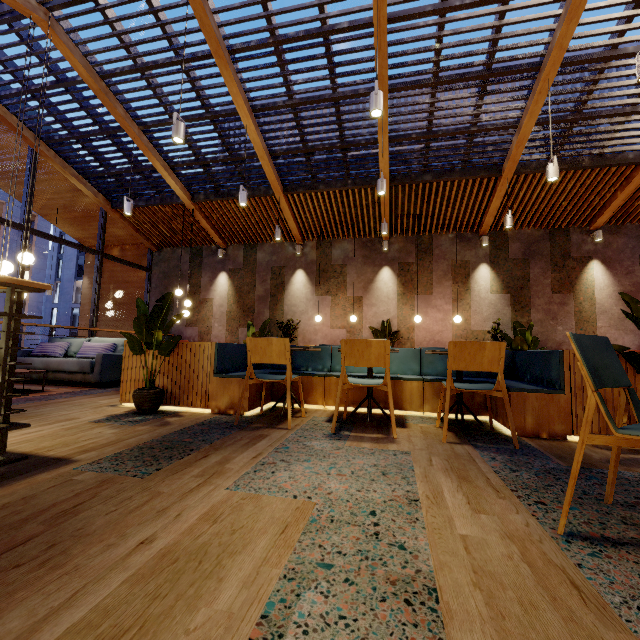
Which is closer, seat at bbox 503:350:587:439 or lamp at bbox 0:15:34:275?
seat at bbox 503:350:587:439

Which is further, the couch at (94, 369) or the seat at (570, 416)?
the couch at (94, 369)

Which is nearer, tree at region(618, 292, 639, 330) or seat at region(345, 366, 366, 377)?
tree at region(618, 292, 639, 330)

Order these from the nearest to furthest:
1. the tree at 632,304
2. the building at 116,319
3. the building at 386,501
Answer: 1. the building at 386,501
2. the tree at 632,304
3. the building at 116,319

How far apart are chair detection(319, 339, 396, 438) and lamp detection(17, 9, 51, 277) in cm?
493

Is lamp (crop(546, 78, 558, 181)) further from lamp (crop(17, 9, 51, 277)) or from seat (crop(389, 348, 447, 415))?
lamp (crop(17, 9, 51, 277))

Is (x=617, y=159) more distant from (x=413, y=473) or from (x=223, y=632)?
(x=223, y=632)
